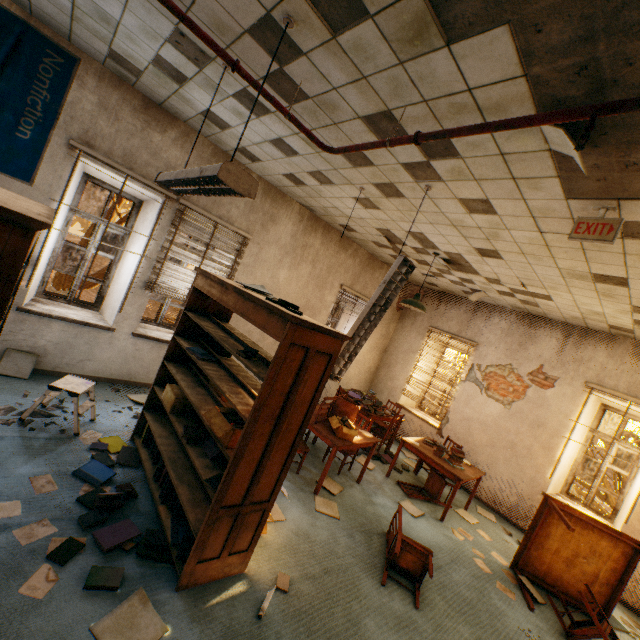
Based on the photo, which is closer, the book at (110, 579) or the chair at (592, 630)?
the book at (110, 579)

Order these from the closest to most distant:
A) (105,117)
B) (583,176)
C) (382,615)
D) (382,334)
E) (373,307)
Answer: (583,176), (382,615), (373,307), (105,117), (382,334)

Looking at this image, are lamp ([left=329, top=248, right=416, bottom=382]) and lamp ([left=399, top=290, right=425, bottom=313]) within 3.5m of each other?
yes

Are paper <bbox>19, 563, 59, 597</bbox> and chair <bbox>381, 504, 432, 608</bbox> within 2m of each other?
no

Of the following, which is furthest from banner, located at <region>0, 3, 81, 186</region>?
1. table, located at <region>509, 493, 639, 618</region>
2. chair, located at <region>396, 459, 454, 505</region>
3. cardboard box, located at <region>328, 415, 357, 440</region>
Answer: table, located at <region>509, 493, 639, 618</region>

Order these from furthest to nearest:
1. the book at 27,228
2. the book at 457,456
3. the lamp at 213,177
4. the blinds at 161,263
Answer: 1. the book at 457,456
2. the blinds at 161,263
3. the lamp at 213,177
4. the book at 27,228

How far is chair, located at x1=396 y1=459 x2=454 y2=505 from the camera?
5.52m

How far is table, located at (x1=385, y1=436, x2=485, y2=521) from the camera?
5.1 meters
